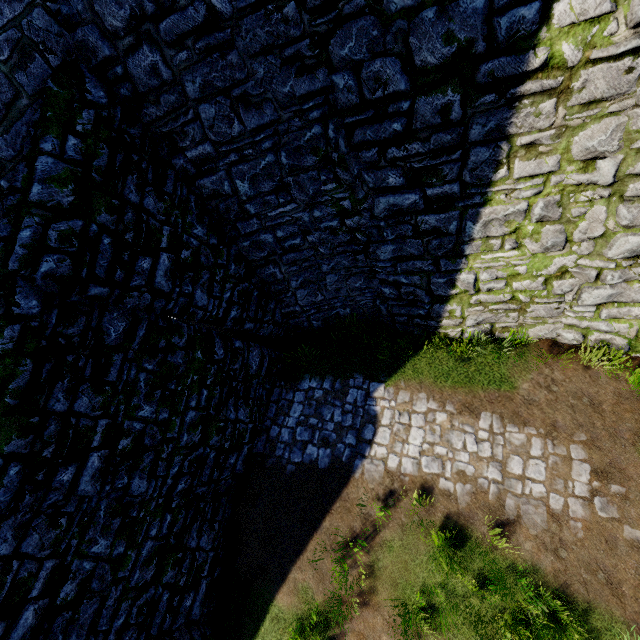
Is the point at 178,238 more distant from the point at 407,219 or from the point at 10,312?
the point at 407,219
